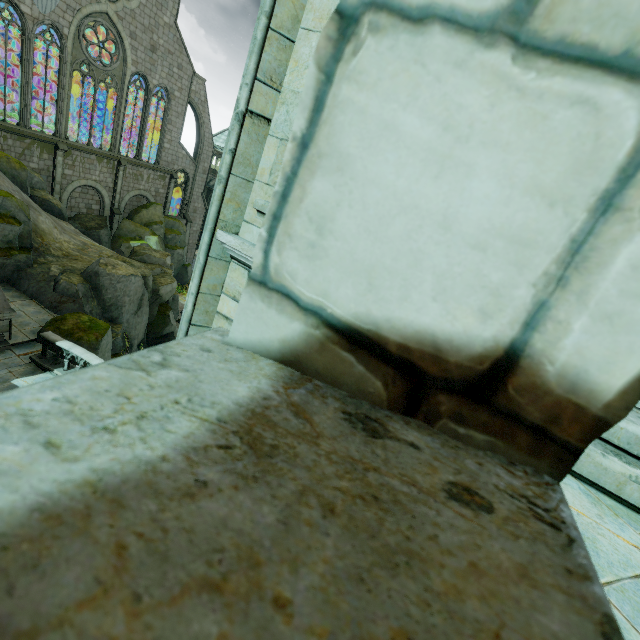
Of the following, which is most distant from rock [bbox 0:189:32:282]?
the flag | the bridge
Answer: the flag

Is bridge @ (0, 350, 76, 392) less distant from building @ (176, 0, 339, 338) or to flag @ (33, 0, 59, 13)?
building @ (176, 0, 339, 338)

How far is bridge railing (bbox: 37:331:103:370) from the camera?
11.4m

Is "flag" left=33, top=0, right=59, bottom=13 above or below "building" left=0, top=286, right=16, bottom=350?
above

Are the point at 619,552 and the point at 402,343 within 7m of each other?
yes

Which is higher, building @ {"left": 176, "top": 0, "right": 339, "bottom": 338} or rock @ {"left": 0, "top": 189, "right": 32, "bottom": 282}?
building @ {"left": 176, "top": 0, "right": 339, "bottom": 338}

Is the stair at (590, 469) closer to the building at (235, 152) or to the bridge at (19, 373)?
the building at (235, 152)
